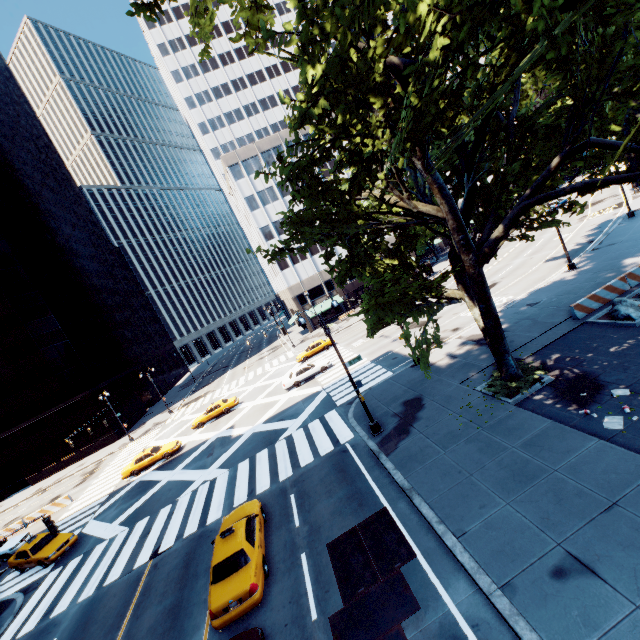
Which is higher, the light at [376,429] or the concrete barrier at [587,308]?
the concrete barrier at [587,308]

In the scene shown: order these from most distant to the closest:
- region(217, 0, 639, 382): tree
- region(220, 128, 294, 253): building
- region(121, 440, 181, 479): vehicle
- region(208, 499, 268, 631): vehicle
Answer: region(220, 128, 294, 253): building → region(121, 440, 181, 479): vehicle → region(208, 499, 268, 631): vehicle → region(217, 0, 639, 382): tree

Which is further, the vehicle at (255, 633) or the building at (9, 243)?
the building at (9, 243)

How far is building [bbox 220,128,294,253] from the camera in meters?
53.3 m

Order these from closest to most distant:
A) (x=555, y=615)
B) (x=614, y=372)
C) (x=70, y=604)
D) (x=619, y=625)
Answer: (x=619, y=625) → (x=555, y=615) → (x=614, y=372) → (x=70, y=604)

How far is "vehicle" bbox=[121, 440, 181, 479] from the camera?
28.31m

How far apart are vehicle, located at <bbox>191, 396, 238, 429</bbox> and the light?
20.4 meters

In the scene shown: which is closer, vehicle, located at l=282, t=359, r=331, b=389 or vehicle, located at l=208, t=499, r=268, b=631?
vehicle, located at l=208, t=499, r=268, b=631
